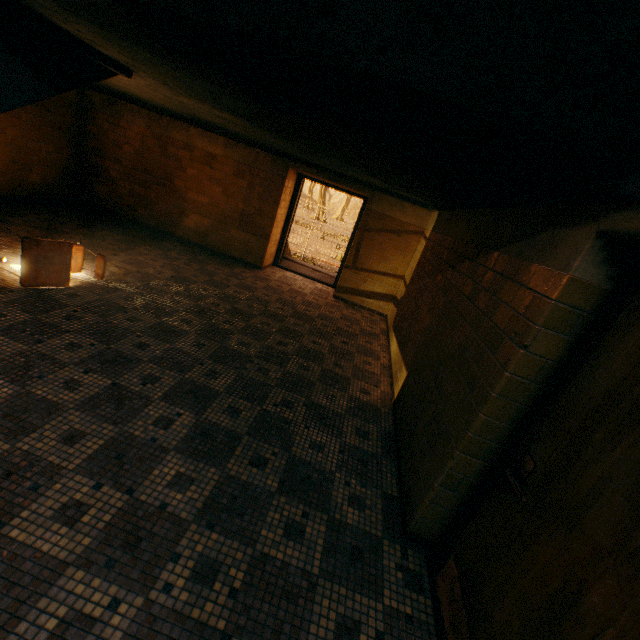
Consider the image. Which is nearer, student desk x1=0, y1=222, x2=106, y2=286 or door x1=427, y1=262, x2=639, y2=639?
door x1=427, y1=262, x2=639, y2=639

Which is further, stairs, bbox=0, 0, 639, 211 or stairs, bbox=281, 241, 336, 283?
stairs, bbox=281, 241, 336, 283

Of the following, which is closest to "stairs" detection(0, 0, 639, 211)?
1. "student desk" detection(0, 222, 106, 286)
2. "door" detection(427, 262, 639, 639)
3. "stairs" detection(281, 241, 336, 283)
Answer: "door" detection(427, 262, 639, 639)

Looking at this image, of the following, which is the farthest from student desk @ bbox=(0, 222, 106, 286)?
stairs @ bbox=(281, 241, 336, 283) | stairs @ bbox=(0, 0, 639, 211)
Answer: stairs @ bbox=(281, 241, 336, 283)

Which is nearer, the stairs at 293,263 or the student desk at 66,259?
the student desk at 66,259

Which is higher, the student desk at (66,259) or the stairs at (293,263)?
the student desk at (66,259)

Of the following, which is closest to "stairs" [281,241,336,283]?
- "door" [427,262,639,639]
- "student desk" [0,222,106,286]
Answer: "student desk" [0,222,106,286]

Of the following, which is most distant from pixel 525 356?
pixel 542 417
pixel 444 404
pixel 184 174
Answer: pixel 184 174
